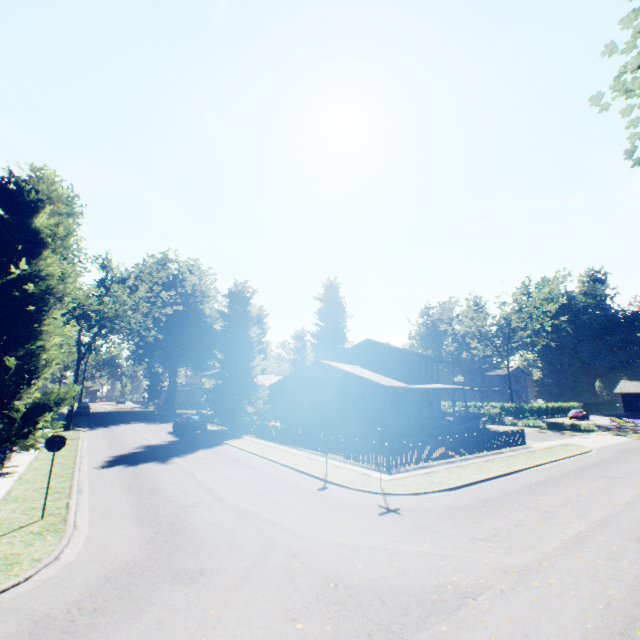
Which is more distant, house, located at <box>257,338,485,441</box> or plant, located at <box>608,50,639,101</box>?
house, located at <box>257,338,485,441</box>

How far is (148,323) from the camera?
31.3 meters

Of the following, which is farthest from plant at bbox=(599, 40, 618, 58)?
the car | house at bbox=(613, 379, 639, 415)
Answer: house at bbox=(613, 379, 639, 415)

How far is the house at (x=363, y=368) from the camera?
26.88m

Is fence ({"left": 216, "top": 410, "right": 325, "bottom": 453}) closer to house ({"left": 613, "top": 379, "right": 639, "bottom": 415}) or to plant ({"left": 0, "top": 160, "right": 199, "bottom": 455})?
plant ({"left": 0, "top": 160, "right": 199, "bottom": 455})

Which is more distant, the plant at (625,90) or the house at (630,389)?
the house at (630,389)

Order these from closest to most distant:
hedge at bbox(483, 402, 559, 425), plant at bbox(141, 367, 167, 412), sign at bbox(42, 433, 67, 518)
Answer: sign at bbox(42, 433, 67, 518) → hedge at bbox(483, 402, 559, 425) → plant at bbox(141, 367, 167, 412)

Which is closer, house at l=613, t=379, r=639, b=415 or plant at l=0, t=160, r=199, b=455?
plant at l=0, t=160, r=199, b=455
